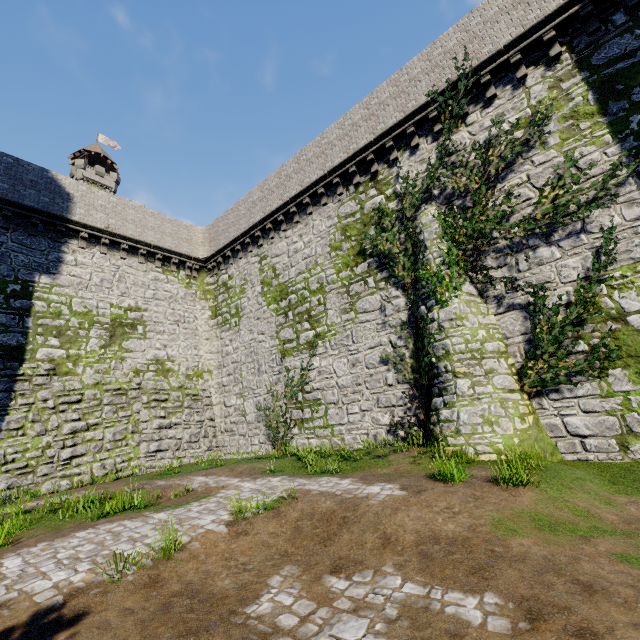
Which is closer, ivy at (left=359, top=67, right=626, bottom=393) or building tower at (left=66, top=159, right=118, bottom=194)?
ivy at (left=359, top=67, right=626, bottom=393)

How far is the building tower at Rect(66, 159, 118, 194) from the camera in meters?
55.3 m

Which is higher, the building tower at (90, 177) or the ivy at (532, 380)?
the building tower at (90, 177)

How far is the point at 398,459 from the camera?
10.05m

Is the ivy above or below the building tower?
below

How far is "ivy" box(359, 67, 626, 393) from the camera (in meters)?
9.19

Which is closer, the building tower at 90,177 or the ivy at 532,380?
the ivy at 532,380
